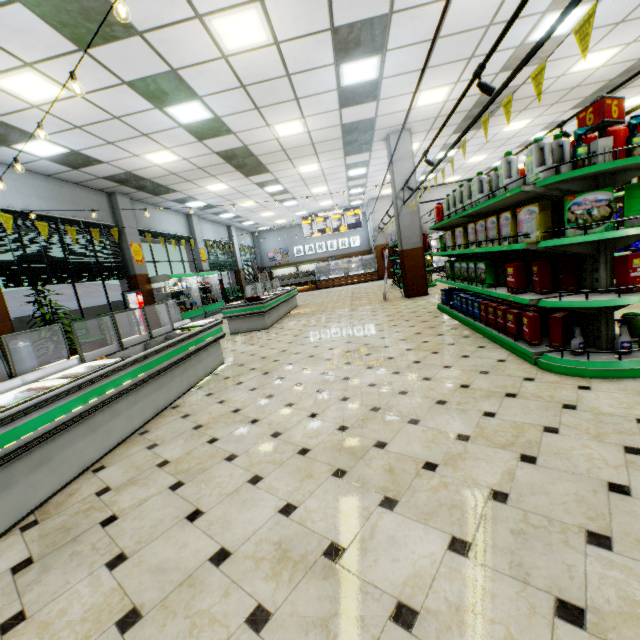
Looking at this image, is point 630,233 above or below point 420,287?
above

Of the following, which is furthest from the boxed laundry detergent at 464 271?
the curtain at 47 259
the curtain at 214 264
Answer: the curtain at 214 264

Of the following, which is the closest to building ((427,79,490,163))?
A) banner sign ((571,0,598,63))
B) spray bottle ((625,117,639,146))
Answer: banner sign ((571,0,598,63))

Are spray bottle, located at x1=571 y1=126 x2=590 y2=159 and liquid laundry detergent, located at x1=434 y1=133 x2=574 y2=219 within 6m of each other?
yes

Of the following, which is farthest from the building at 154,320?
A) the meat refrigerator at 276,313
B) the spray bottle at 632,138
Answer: the spray bottle at 632,138

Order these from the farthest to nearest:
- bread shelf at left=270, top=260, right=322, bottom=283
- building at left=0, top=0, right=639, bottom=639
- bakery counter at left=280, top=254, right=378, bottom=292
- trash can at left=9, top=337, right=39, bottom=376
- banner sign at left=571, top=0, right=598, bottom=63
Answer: bread shelf at left=270, top=260, right=322, bottom=283 < bakery counter at left=280, top=254, right=378, bottom=292 < trash can at left=9, top=337, right=39, bottom=376 < banner sign at left=571, top=0, right=598, bottom=63 < building at left=0, top=0, right=639, bottom=639

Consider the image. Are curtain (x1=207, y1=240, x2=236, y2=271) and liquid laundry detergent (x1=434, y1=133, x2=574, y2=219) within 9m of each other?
no

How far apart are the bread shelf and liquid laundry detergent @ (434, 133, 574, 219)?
21.2m
